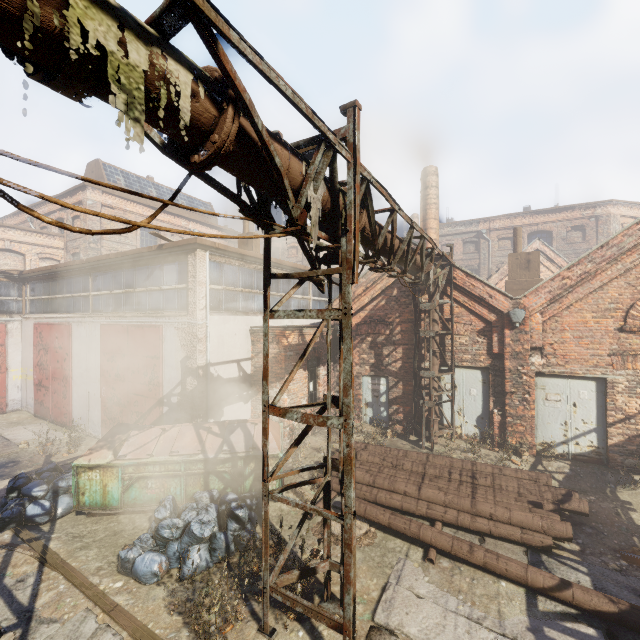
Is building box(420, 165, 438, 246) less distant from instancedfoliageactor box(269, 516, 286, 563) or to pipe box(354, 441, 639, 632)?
pipe box(354, 441, 639, 632)

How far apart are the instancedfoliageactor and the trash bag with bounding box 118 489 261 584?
0.3 meters

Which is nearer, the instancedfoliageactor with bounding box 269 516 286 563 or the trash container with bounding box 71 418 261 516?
the instancedfoliageactor with bounding box 269 516 286 563

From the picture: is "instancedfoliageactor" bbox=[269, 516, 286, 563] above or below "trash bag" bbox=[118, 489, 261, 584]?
below

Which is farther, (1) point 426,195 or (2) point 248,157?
(1) point 426,195

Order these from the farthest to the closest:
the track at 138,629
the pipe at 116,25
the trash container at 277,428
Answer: the trash container at 277,428 → the track at 138,629 → the pipe at 116,25

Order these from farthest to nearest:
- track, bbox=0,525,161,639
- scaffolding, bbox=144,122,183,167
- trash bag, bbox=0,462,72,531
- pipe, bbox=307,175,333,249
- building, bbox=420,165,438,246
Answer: building, bbox=420,165,438,246 < trash bag, bbox=0,462,72,531 < track, bbox=0,525,161,639 < pipe, bbox=307,175,333,249 < scaffolding, bbox=144,122,183,167

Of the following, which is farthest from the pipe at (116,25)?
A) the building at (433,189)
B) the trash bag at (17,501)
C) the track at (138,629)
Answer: the trash bag at (17,501)
